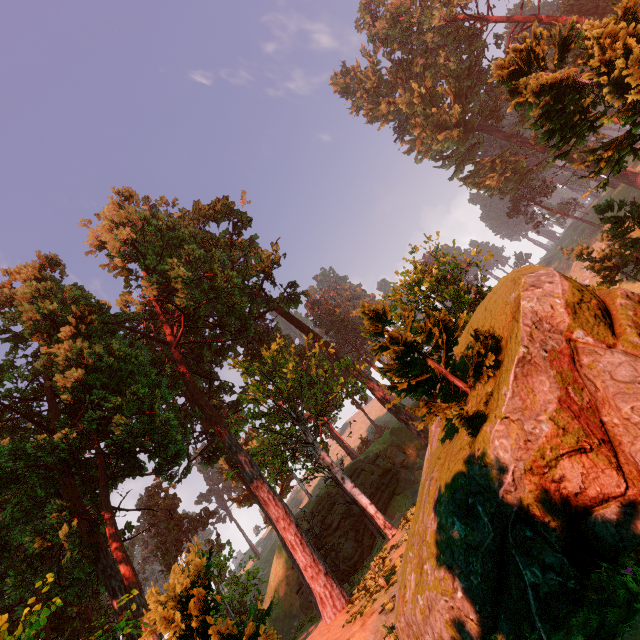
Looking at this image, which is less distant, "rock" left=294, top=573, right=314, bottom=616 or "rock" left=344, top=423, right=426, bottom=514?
"rock" left=294, top=573, right=314, bottom=616

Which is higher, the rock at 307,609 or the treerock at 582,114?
the treerock at 582,114

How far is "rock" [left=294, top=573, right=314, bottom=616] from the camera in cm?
2888

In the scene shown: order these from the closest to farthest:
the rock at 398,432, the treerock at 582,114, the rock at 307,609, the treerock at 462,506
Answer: the treerock at 462,506, the treerock at 582,114, the rock at 307,609, the rock at 398,432

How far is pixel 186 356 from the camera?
29.8 meters

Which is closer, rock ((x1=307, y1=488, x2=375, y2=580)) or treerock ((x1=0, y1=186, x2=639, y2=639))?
treerock ((x1=0, y1=186, x2=639, y2=639))

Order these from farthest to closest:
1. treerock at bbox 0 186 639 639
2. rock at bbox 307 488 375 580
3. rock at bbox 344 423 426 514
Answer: rock at bbox 344 423 426 514
rock at bbox 307 488 375 580
treerock at bbox 0 186 639 639
